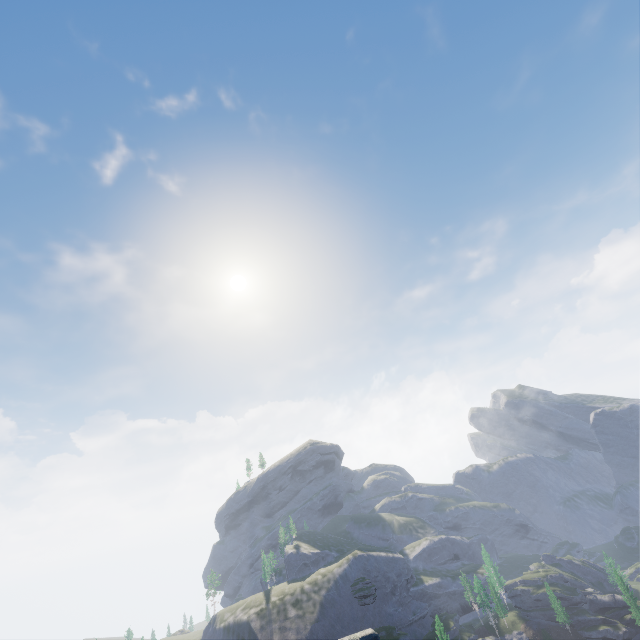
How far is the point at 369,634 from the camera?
2.10m
